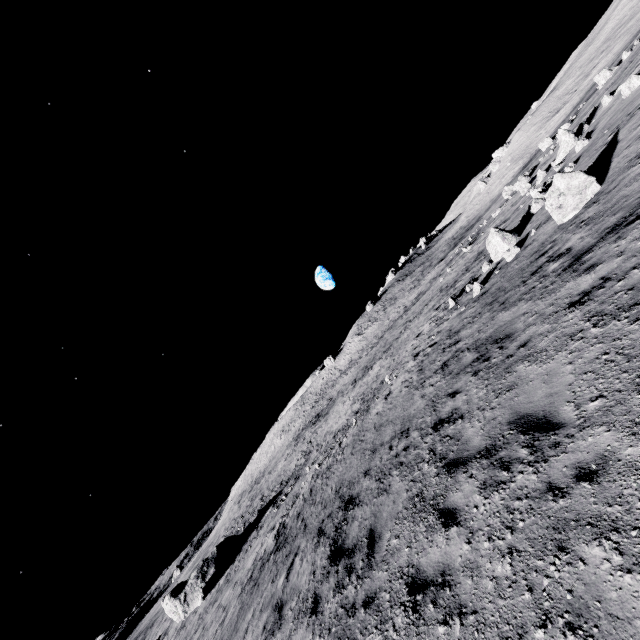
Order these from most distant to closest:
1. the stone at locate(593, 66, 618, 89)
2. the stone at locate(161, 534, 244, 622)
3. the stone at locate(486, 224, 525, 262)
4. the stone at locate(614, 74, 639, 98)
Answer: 1. the stone at locate(593, 66, 618, 89)
2. the stone at locate(161, 534, 244, 622)
3. the stone at locate(614, 74, 639, 98)
4. the stone at locate(486, 224, 525, 262)

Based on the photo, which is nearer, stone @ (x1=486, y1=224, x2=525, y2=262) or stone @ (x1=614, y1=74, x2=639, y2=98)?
stone @ (x1=486, y1=224, x2=525, y2=262)

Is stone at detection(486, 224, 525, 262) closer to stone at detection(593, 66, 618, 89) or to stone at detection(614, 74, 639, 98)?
stone at detection(614, 74, 639, 98)

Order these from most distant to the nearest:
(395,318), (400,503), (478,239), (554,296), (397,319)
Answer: (395,318) < (397,319) < (478,239) < (554,296) < (400,503)

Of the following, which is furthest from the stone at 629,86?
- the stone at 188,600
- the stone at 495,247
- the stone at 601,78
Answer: the stone at 188,600

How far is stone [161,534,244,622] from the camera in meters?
25.5

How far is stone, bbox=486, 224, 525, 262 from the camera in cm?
1411

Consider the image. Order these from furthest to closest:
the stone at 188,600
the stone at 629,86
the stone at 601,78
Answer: the stone at 601,78, the stone at 188,600, the stone at 629,86
